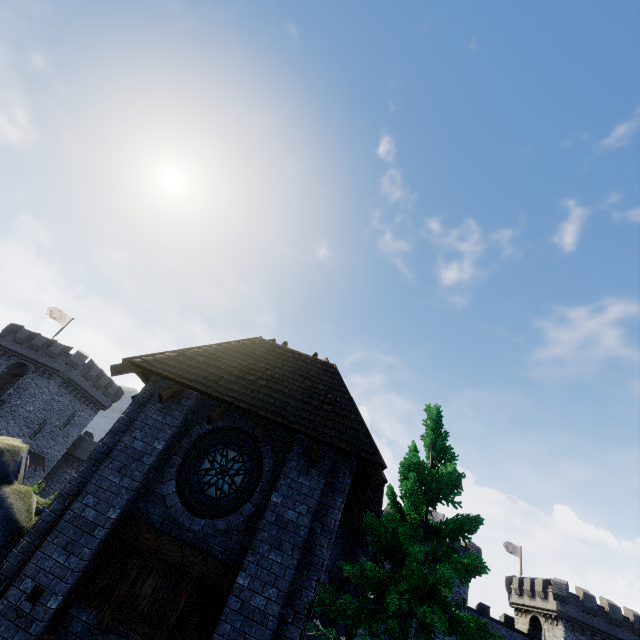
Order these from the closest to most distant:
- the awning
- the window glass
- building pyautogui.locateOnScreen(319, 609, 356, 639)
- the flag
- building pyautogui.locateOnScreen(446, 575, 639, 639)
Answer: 1. the window glass
2. building pyautogui.locateOnScreen(319, 609, 356, 639)
3. building pyautogui.locateOnScreen(446, 575, 639, 639)
4. the awning
5. the flag

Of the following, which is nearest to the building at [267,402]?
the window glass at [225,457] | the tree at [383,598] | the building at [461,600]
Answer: the tree at [383,598]

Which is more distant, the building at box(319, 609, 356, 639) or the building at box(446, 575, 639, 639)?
the building at box(446, 575, 639, 639)

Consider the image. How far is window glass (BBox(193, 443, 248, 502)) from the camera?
7.57m

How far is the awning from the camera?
35.8 meters

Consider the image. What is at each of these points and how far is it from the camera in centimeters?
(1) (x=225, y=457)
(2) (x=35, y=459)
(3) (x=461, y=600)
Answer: (1) window glass, 805cm
(2) awning, 3653cm
(3) building, 3538cm

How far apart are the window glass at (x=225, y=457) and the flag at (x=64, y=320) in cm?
4404

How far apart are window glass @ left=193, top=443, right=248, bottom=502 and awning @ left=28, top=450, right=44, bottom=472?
39.44m
